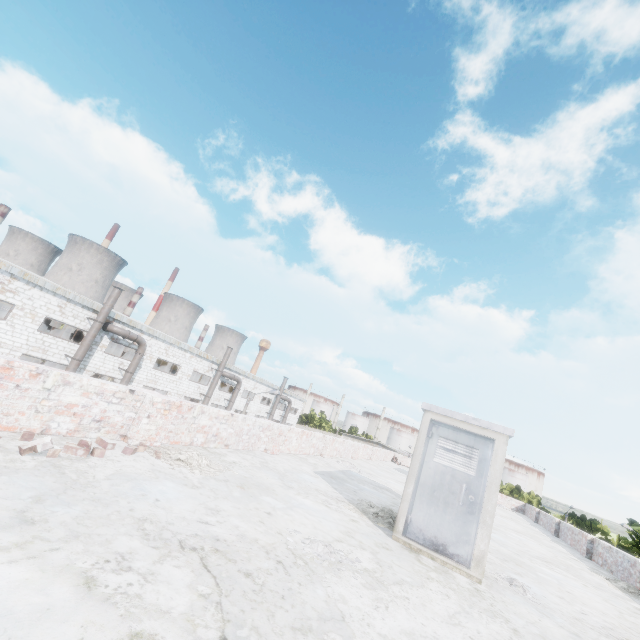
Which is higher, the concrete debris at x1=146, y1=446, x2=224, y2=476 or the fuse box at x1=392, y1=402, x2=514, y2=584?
the fuse box at x1=392, y1=402, x2=514, y2=584

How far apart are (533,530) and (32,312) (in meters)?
29.87

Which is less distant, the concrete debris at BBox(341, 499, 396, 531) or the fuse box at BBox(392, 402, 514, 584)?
the fuse box at BBox(392, 402, 514, 584)

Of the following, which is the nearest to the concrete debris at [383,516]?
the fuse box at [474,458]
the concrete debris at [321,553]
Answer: the fuse box at [474,458]

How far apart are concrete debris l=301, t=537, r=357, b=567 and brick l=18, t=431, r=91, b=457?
2.82m

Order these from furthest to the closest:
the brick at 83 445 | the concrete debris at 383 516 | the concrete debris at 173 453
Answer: the concrete debris at 383 516 → the concrete debris at 173 453 → the brick at 83 445

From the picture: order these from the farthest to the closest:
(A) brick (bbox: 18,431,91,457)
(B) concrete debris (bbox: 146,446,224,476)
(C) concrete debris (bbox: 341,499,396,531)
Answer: (C) concrete debris (bbox: 341,499,396,531), (B) concrete debris (bbox: 146,446,224,476), (A) brick (bbox: 18,431,91,457)

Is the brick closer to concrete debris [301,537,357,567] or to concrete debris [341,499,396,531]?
concrete debris [301,537,357,567]
